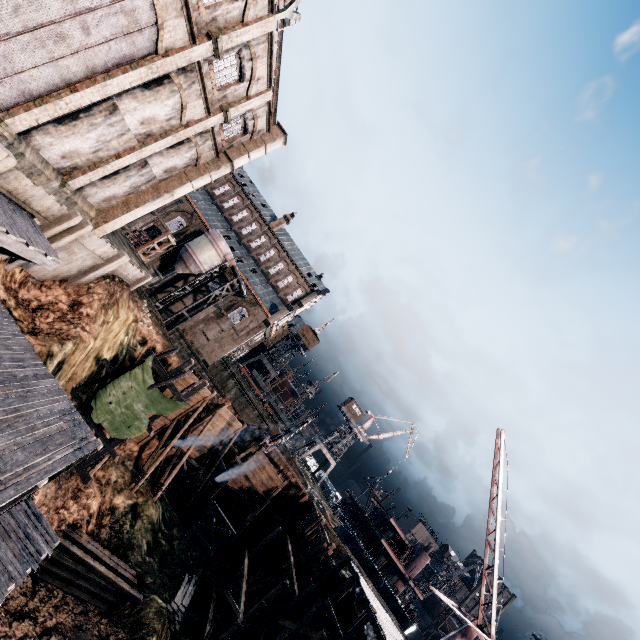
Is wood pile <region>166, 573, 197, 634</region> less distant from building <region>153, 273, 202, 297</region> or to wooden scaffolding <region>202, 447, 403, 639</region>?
wooden scaffolding <region>202, 447, 403, 639</region>

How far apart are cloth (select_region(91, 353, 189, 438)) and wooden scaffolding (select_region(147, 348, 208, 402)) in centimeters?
1cm

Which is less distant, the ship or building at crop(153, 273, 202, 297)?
the ship

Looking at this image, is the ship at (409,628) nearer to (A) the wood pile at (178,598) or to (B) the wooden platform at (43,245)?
(A) the wood pile at (178,598)

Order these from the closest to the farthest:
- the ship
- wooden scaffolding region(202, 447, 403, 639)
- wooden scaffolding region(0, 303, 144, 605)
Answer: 1. wooden scaffolding region(0, 303, 144, 605)
2. wooden scaffolding region(202, 447, 403, 639)
3. the ship

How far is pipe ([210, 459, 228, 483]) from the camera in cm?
3353

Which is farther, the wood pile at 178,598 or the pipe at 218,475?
the pipe at 218,475

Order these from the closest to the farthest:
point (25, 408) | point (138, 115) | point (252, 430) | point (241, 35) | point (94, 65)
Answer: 1. point (25, 408)
2. point (94, 65)
3. point (241, 35)
4. point (138, 115)
5. point (252, 430)
